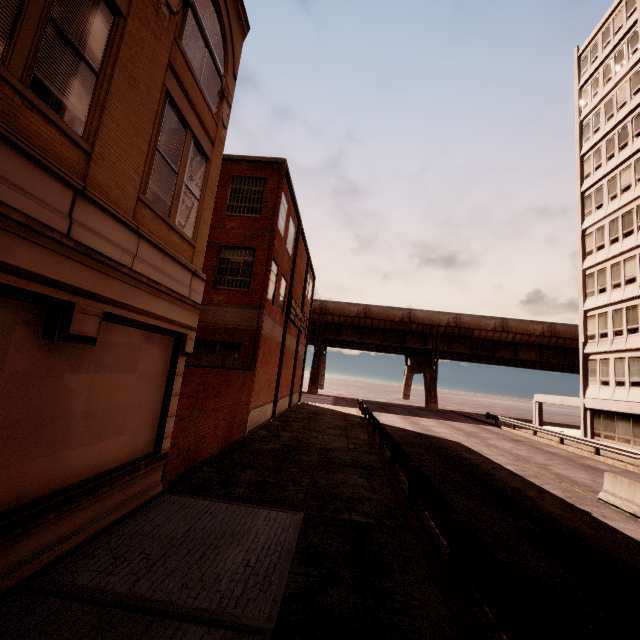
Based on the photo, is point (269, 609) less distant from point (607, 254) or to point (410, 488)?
point (410, 488)

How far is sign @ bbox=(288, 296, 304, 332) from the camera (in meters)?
22.27

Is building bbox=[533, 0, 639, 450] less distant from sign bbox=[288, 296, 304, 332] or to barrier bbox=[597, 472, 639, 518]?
barrier bbox=[597, 472, 639, 518]

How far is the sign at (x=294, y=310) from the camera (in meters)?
22.27

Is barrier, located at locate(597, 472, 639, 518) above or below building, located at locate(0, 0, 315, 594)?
below

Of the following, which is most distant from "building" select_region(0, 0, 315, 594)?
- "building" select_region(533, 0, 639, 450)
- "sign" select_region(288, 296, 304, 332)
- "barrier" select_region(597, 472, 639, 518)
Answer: "building" select_region(533, 0, 639, 450)

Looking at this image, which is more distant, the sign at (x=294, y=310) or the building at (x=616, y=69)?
the building at (x=616, y=69)
